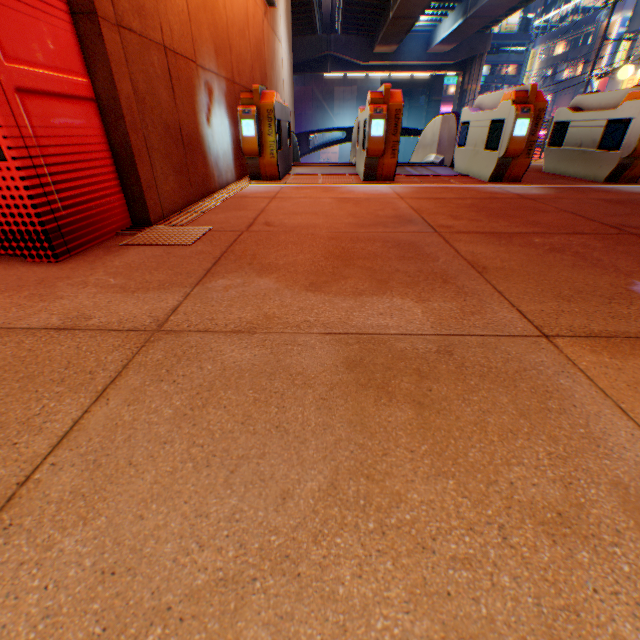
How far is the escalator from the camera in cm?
674

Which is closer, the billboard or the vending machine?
the vending machine

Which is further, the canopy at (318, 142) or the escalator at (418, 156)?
the canopy at (318, 142)

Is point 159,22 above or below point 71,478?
above

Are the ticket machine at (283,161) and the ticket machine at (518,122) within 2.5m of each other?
no

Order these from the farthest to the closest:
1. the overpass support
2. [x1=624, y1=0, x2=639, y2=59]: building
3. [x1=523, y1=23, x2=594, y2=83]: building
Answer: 1. [x1=523, y1=23, x2=594, y2=83]: building
2. [x1=624, y1=0, x2=639, y2=59]: building
3. the overpass support

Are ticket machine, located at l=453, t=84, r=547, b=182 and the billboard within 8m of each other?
no

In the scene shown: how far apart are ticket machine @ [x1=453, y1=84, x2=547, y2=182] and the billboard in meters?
44.2 m
